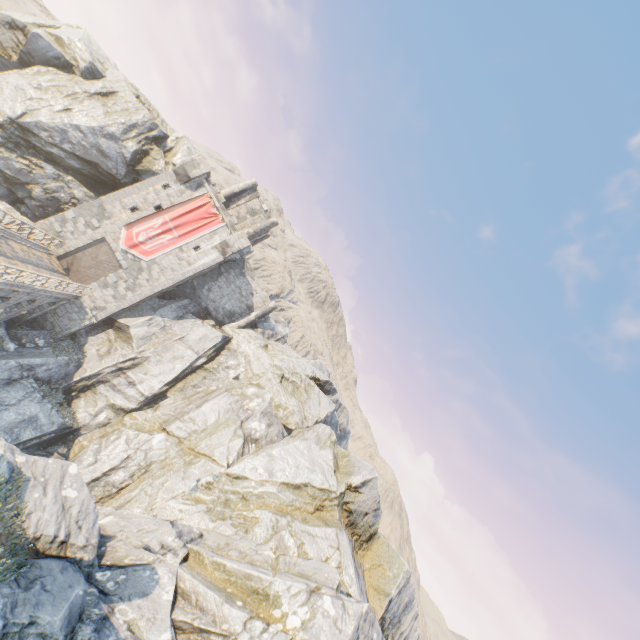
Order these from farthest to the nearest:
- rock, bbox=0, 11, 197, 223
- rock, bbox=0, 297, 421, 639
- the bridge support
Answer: rock, bbox=0, 11, 197, 223 → the bridge support → rock, bbox=0, 297, 421, 639

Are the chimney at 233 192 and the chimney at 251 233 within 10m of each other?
yes

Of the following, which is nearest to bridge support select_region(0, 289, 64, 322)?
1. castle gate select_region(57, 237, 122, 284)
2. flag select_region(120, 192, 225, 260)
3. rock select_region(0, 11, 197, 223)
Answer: rock select_region(0, 11, 197, 223)

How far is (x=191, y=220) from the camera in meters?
29.3

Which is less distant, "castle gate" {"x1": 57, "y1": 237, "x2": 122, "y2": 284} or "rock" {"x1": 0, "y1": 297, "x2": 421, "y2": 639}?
"rock" {"x1": 0, "y1": 297, "x2": 421, "y2": 639}

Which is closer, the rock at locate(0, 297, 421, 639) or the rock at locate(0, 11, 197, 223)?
the rock at locate(0, 297, 421, 639)

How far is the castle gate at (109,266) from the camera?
26.72m

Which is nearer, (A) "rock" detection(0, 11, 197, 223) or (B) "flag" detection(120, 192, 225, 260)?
(A) "rock" detection(0, 11, 197, 223)
